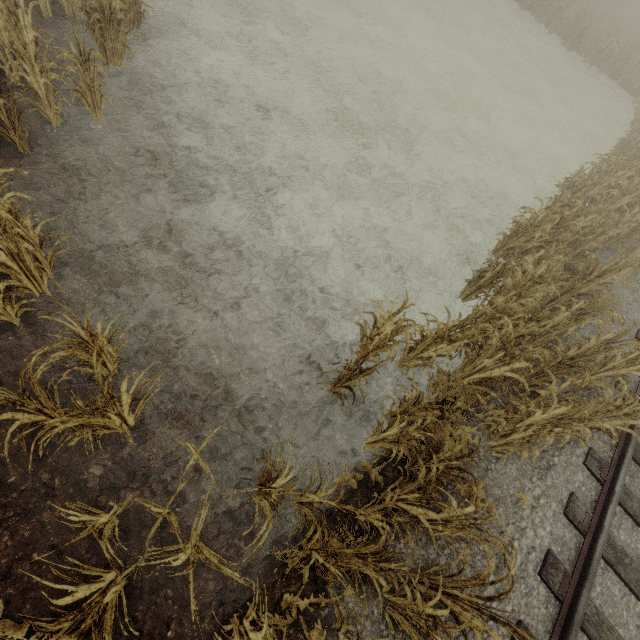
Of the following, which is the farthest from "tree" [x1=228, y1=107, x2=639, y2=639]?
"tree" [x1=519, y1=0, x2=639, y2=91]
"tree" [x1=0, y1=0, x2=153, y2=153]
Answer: "tree" [x1=519, y1=0, x2=639, y2=91]

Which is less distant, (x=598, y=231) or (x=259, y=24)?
(x=598, y=231)

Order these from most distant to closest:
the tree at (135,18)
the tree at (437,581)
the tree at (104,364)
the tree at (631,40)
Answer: the tree at (631,40) < the tree at (135,18) < the tree at (437,581) < the tree at (104,364)

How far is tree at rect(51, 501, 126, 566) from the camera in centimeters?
263cm

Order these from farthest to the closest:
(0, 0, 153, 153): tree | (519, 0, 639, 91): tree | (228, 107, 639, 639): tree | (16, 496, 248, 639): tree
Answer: (519, 0, 639, 91): tree
(0, 0, 153, 153): tree
(228, 107, 639, 639): tree
(16, 496, 248, 639): tree

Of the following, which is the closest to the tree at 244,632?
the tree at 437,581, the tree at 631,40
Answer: the tree at 437,581

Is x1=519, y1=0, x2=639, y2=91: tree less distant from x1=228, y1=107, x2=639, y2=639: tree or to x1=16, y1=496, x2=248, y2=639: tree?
x1=16, y1=496, x2=248, y2=639: tree
